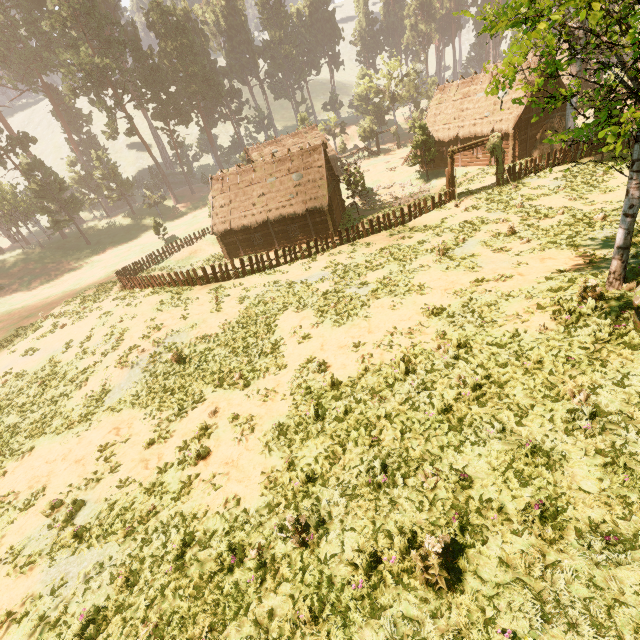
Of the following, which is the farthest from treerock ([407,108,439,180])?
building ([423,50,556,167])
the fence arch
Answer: the fence arch

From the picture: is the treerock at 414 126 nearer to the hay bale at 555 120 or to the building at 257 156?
the building at 257 156

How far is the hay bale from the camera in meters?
27.2 m

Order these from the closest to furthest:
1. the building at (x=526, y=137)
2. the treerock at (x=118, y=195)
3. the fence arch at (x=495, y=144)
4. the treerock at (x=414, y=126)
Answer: the fence arch at (x=495, y=144) < the building at (x=526, y=137) < the treerock at (x=414, y=126) < the treerock at (x=118, y=195)

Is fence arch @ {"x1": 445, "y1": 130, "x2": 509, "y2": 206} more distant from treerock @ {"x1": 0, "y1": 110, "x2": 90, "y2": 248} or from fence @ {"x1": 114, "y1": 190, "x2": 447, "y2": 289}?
treerock @ {"x1": 0, "y1": 110, "x2": 90, "y2": 248}

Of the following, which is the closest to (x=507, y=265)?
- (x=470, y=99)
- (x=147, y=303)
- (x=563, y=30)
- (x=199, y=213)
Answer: (x=147, y=303)

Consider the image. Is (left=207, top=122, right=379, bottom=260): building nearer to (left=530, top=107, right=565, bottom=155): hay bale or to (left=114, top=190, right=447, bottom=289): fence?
(left=114, top=190, right=447, bottom=289): fence

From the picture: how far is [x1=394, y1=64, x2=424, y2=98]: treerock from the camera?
57.4m
